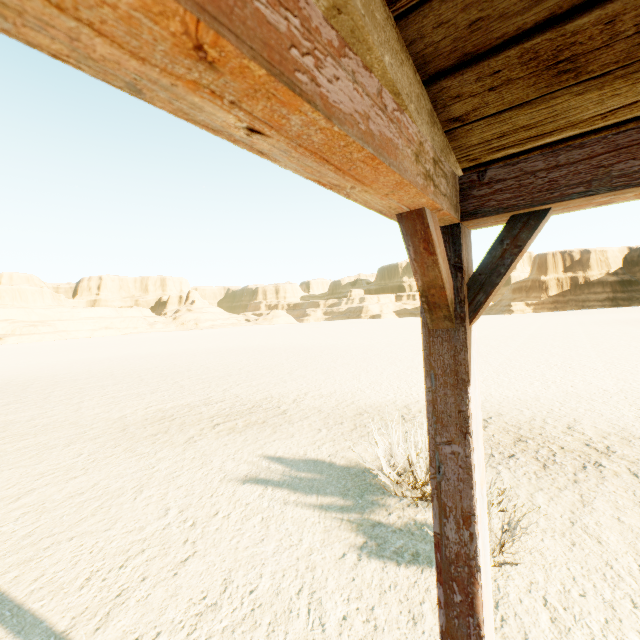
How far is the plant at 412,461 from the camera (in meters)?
4.09

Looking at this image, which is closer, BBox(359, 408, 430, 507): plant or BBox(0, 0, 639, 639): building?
BBox(0, 0, 639, 639): building

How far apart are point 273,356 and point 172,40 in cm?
2266

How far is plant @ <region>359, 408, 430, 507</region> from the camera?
4.09m

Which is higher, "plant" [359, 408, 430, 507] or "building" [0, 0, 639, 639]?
"building" [0, 0, 639, 639]

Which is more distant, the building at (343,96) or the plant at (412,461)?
the plant at (412,461)
